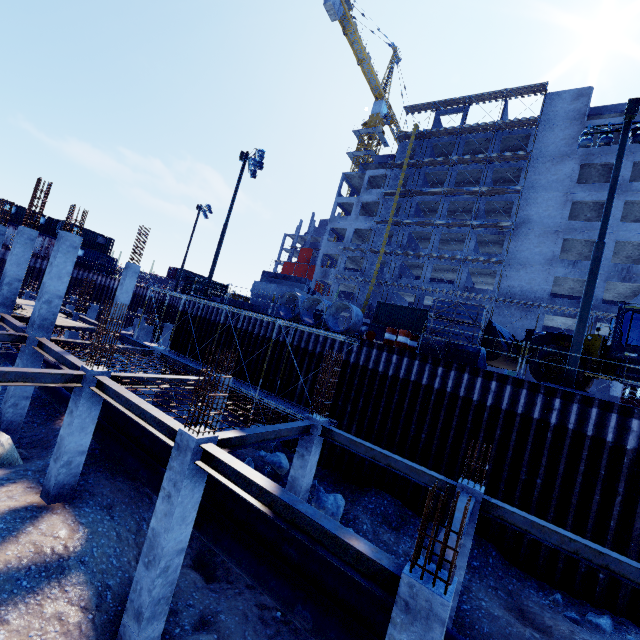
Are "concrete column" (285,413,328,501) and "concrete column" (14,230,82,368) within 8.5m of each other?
no

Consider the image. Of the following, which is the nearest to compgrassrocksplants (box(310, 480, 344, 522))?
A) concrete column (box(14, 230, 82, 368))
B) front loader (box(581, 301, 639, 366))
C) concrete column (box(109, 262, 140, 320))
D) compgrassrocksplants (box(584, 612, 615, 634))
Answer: compgrassrocksplants (box(584, 612, 615, 634))

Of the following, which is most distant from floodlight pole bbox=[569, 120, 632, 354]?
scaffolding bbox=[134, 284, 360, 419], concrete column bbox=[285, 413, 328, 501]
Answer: concrete column bbox=[285, 413, 328, 501]

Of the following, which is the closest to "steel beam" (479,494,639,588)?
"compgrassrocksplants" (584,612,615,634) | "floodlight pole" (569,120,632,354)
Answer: "compgrassrocksplants" (584,612,615,634)

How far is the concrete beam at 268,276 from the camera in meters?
23.2

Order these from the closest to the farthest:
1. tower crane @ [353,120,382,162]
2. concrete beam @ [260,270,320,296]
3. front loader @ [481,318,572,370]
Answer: front loader @ [481,318,572,370] < concrete beam @ [260,270,320,296] < tower crane @ [353,120,382,162]

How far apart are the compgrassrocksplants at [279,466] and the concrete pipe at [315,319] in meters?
5.7 m

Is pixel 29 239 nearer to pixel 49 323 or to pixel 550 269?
pixel 49 323
